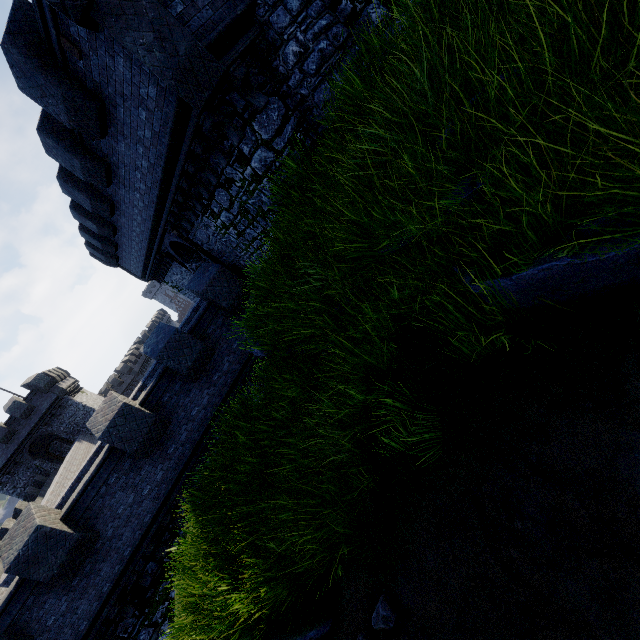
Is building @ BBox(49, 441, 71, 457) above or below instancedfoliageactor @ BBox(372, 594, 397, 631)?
above

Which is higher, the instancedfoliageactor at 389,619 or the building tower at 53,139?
the building tower at 53,139

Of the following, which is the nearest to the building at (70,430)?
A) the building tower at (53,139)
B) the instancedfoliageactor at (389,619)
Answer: the building tower at (53,139)

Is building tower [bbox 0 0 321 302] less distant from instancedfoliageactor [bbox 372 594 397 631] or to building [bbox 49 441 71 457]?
instancedfoliageactor [bbox 372 594 397 631]

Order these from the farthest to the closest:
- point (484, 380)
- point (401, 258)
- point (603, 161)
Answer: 1. point (401, 258)
2. point (484, 380)
3. point (603, 161)
